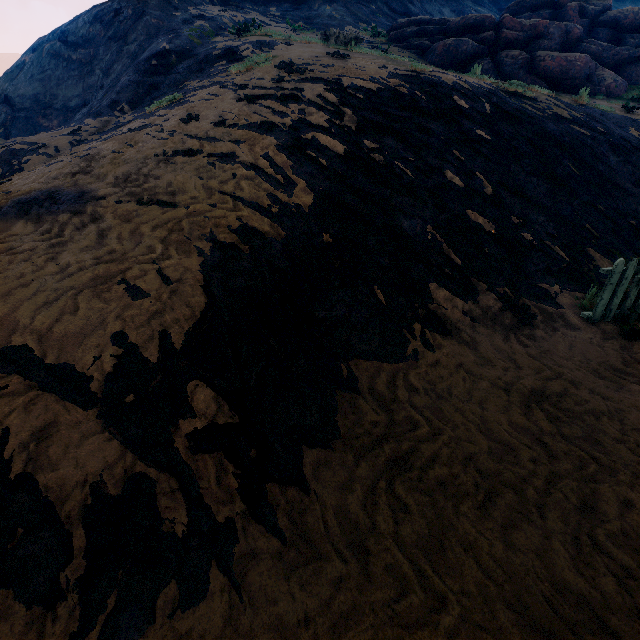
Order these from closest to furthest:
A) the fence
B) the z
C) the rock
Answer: the z < the fence < the rock

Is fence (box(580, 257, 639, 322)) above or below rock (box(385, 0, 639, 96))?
below

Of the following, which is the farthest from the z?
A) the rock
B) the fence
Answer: the rock

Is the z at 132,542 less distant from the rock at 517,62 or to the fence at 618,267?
the fence at 618,267

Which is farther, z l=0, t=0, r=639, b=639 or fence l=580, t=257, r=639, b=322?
fence l=580, t=257, r=639, b=322

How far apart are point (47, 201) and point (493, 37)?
19.1 meters
